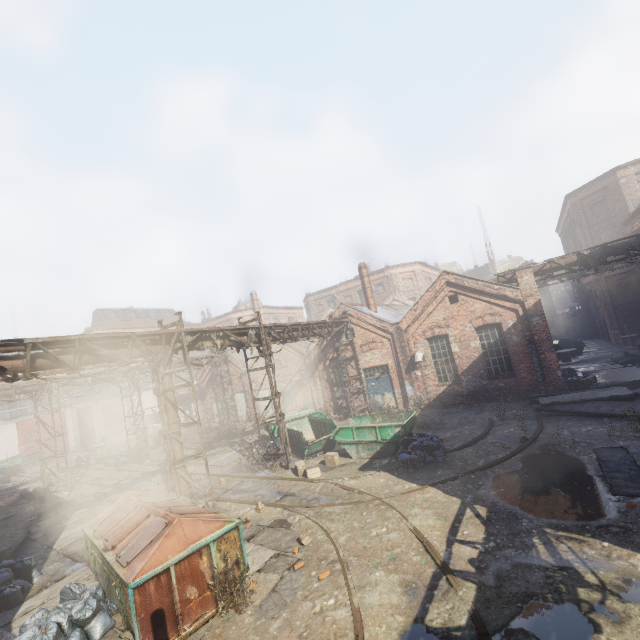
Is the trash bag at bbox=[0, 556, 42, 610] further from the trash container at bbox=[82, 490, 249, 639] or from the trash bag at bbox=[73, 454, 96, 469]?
the trash bag at bbox=[73, 454, 96, 469]

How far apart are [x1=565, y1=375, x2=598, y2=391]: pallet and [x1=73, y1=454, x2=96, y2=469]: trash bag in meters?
31.6 m

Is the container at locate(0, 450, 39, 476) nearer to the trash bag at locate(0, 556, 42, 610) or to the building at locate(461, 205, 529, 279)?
the trash bag at locate(0, 556, 42, 610)

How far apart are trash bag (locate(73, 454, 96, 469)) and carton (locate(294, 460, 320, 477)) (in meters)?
20.34

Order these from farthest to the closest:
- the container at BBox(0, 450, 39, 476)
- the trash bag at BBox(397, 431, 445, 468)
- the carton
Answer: the container at BBox(0, 450, 39, 476), the carton, the trash bag at BBox(397, 431, 445, 468)

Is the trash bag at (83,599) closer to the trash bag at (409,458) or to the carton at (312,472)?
the carton at (312,472)

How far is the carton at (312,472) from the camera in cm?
1239

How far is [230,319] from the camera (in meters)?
49.97
